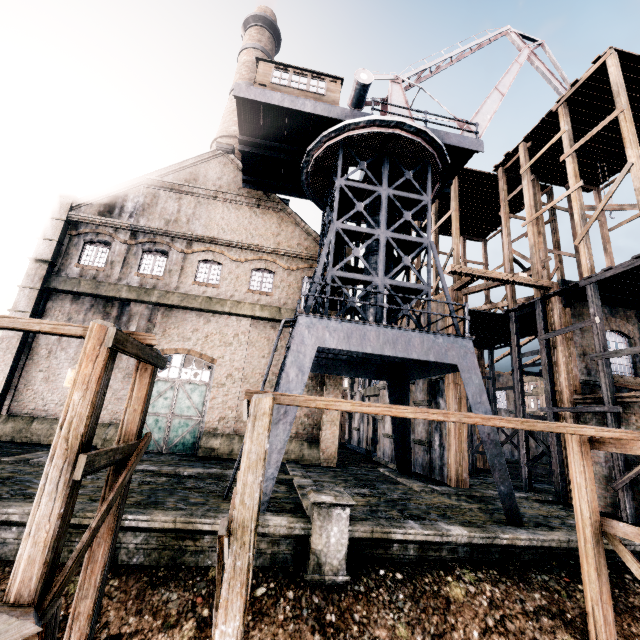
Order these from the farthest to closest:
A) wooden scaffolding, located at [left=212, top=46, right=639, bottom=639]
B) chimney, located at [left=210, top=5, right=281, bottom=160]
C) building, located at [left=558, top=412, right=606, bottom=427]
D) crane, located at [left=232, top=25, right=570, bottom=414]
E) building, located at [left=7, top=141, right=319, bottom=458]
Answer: chimney, located at [left=210, top=5, right=281, bottom=160] → building, located at [left=7, top=141, right=319, bottom=458] → building, located at [left=558, top=412, right=606, bottom=427] → crane, located at [left=232, top=25, right=570, bottom=414] → wooden scaffolding, located at [left=212, top=46, right=639, bottom=639]

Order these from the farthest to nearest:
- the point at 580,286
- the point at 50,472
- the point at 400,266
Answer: the point at 580,286, the point at 400,266, the point at 50,472

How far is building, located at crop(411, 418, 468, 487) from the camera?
17.3m

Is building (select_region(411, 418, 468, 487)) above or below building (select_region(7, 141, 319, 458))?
below

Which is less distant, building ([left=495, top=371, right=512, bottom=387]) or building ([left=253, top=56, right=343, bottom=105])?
building ([left=253, top=56, right=343, bottom=105])

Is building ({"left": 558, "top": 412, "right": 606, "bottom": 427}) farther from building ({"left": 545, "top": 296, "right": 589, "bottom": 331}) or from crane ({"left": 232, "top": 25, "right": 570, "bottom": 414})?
crane ({"left": 232, "top": 25, "right": 570, "bottom": 414})

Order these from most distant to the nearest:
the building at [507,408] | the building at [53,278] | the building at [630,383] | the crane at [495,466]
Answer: the building at [507,408], the building at [53,278], the building at [630,383], the crane at [495,466]

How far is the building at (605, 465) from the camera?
14.2 meters
